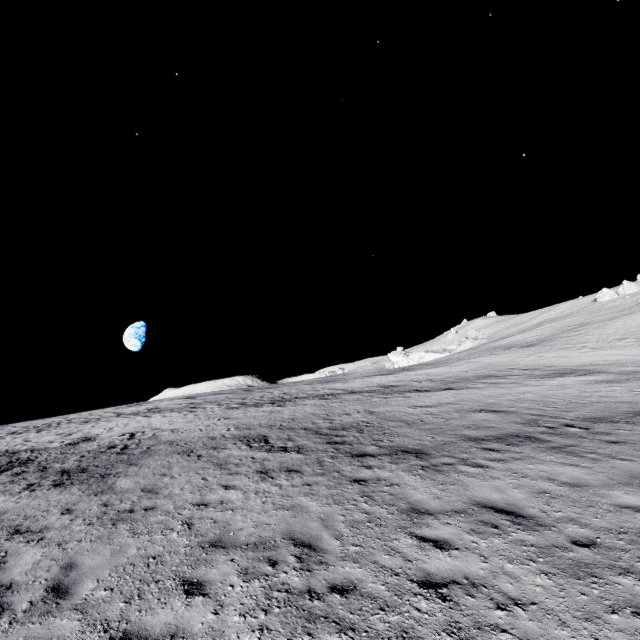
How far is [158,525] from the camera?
7.2m
